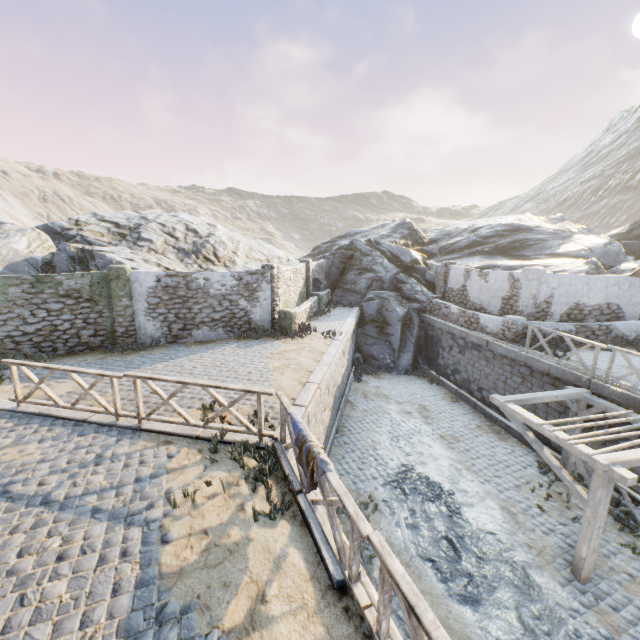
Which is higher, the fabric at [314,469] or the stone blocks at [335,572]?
the fabric at [314,469]

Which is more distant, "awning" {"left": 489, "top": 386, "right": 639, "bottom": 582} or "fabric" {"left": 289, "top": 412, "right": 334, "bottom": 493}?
"awning" {"left": 489, "top": 386, "right": 639, "bottom": 582}

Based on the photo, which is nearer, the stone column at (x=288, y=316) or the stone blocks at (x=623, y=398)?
the stone blocks at (x=623, y=398)

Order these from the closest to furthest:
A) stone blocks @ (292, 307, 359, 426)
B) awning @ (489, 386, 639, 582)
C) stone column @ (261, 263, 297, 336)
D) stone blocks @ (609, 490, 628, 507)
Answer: awning @ (489, 386, 639, 582) < stone blocks @ (292, 307, 359, 426) < stone blocks @ (609, 490, 628, 507) < stone column @ (261, 263, 297, 336)

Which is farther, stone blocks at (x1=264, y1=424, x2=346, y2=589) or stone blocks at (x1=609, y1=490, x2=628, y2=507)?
stone blocks at (x1=609, y1=490, x2=628, y2=507)

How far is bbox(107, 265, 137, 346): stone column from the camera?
12.03m

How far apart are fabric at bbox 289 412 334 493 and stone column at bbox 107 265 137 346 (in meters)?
9.87

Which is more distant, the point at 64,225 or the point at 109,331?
the point at 64,225
